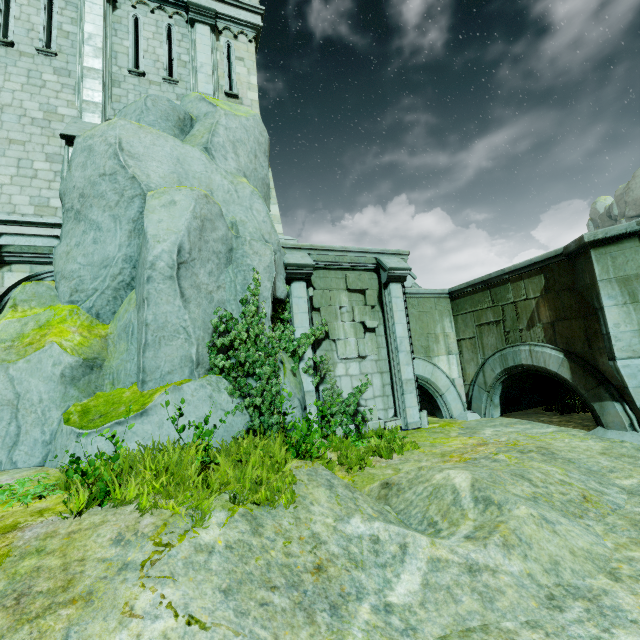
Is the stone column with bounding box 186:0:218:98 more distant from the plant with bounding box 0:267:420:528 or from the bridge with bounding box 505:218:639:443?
the bridge with bounding box 505:218:639:443

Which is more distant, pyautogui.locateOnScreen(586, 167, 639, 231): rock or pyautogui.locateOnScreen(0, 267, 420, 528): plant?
pyautogui.locateOnScreen(586, 167, 639, 231): rock

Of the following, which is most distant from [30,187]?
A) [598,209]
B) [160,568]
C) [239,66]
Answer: [598,209]

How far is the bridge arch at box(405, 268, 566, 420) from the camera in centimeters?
1047cm

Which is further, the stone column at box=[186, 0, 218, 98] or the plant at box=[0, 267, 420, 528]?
the stone column at box=[186, 0, 218, 98]

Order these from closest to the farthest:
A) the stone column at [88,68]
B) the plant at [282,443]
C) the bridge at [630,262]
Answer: the plant at [282,443] < the bridge at [630,262] < the stone column at [88,68]

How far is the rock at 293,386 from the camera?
7.8 meters

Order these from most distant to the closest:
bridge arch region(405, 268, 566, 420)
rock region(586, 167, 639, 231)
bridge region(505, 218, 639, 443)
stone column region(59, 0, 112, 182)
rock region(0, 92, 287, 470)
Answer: rock region(586, 167, 639, 231)
bridge arch region(405, 268, 566, 420)
stone column region(59, 0, 112, 182)
bridge region(505, 218, 639, 443)
rock region(0, 92, 287, 470)
